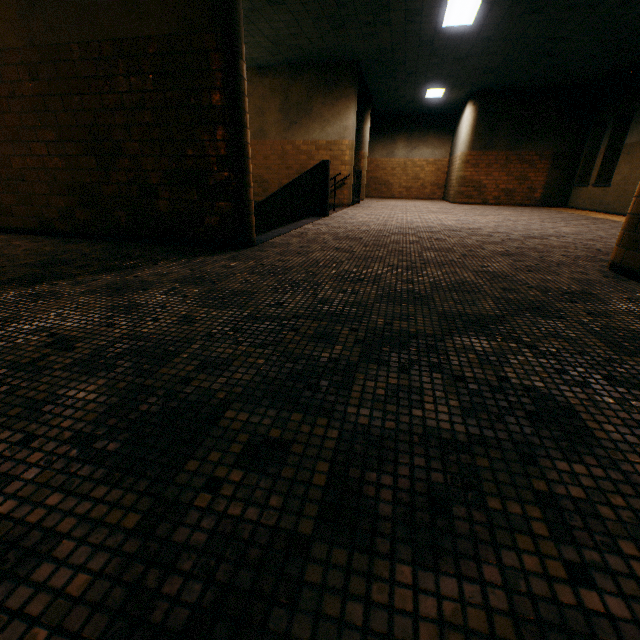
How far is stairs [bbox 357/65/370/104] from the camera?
10.5 meters

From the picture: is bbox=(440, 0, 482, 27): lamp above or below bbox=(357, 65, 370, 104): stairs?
above

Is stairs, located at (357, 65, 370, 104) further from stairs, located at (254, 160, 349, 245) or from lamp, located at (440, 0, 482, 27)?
lamp, located at (440, 0, 482, 27)

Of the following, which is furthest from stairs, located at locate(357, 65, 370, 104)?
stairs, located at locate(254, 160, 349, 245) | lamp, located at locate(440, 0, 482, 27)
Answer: lamp, located at locate(440, 0, 482, 27)

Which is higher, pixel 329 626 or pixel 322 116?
pixel 322 116

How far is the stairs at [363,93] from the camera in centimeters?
1049cm

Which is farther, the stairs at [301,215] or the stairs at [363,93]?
the stairs at [363,93]
